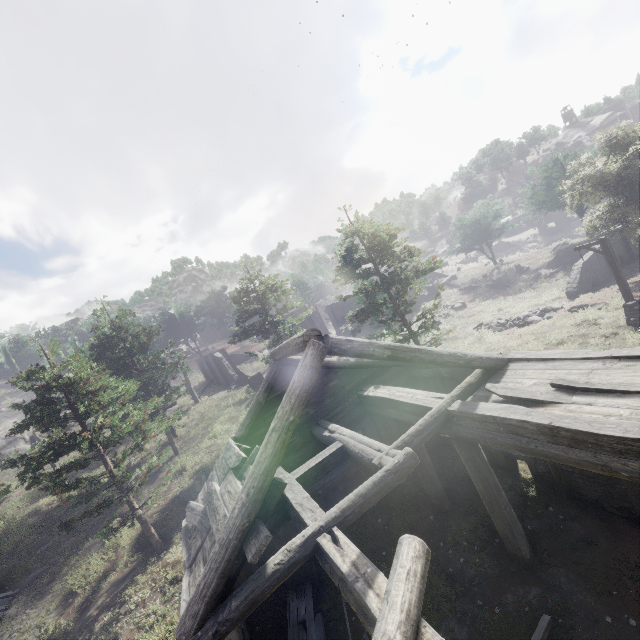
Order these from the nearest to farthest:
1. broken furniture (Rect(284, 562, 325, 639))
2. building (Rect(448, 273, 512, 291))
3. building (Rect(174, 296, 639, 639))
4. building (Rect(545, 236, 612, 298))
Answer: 1. building (Rect(174, 296, 639, 639))
2. broken furniture (Rect(284, 562, 325, 639))
3. building (Rect(545, 236, 612, 298))
4. building (Rect(448, 273, 512, 291))

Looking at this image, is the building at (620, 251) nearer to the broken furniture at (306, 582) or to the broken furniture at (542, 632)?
the broken furniture at (306, 582)

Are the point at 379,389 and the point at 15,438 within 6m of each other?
no

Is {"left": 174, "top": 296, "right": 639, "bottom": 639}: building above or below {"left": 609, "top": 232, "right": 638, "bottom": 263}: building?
above

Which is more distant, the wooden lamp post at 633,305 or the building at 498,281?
the building at 498,281

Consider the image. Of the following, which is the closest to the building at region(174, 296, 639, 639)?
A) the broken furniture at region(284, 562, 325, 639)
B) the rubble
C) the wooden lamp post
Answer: the broken furniture at region(284, 562, 325, 639)

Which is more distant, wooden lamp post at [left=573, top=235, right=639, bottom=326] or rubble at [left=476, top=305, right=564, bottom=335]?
rubble at [left=476, top=305, right=564, bottom=335]

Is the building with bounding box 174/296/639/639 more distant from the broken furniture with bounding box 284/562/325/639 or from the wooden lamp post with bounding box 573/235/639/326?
the wooden lamp post with bounding box 573/235/639/326
